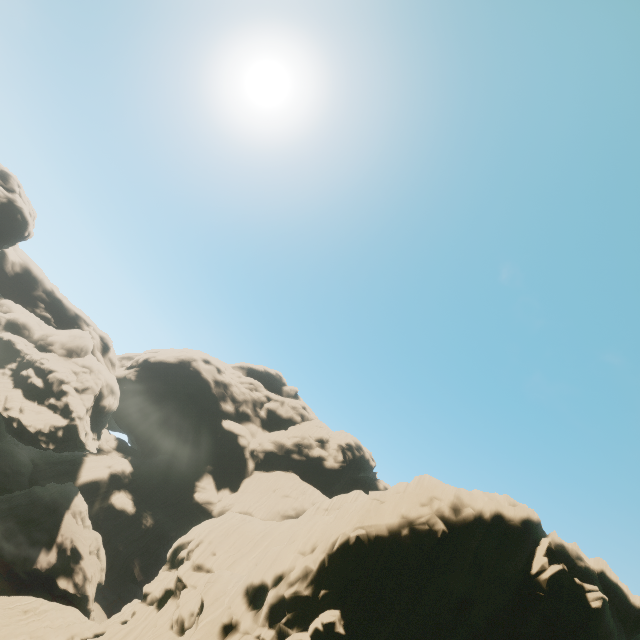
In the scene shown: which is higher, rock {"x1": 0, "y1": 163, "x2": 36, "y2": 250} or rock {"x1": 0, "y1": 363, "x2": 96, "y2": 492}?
rock {"x1": 0, "y1": 163, "x2": 36, "y2": 250}

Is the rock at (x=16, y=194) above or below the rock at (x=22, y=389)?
above

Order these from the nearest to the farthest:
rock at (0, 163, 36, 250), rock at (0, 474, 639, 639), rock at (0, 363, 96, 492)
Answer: rock at (0, 474, 639, 639)
rock at (0, 163, 36, 250)
rock at (0, 363, 96, 492)

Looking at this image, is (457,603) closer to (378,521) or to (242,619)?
(378,521)

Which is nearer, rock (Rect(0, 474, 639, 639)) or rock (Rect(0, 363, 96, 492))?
rock (Rect(0, 474, 639, 639))

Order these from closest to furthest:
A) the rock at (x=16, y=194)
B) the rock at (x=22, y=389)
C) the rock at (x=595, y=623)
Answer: the rock at (x=595, y=623) < the rock at (x=16, y=194) < the rock at (x=22, y=389)
